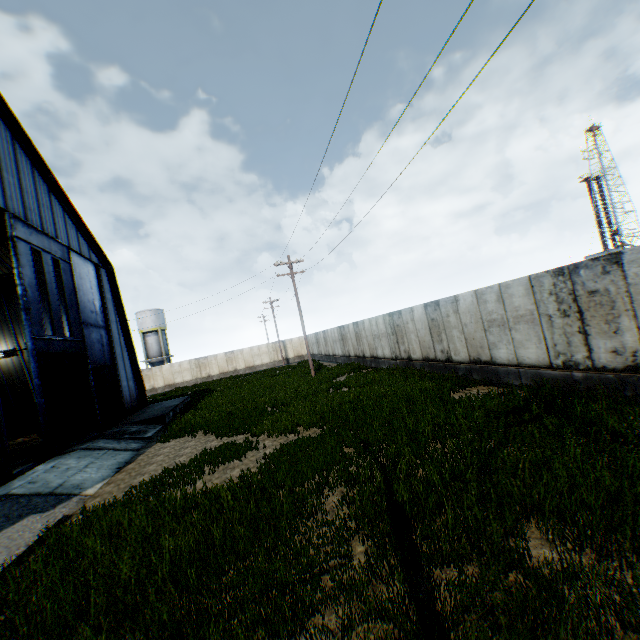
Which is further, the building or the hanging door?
the building

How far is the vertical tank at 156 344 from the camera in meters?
49.4

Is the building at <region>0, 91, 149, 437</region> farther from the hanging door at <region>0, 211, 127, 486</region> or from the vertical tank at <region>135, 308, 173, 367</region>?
the vertical tank at <region>135, 308, 173, 367</region>

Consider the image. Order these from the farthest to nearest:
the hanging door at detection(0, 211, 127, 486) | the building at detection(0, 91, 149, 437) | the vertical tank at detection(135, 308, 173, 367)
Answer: the vertical tank at detection(135, 308, 173, 367) < the building at detection(0, 91, 149, 437) < the hanging door at detection(0, 211, 127, 486)

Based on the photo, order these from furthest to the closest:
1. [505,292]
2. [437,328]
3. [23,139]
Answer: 1. [23,139]
2. [437,328]
3. [505,292]

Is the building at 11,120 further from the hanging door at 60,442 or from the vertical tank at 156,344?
the vertical tank at 156,344

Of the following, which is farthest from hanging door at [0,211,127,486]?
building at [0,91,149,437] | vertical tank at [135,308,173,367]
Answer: vertical tank at [135,308,173,367]
